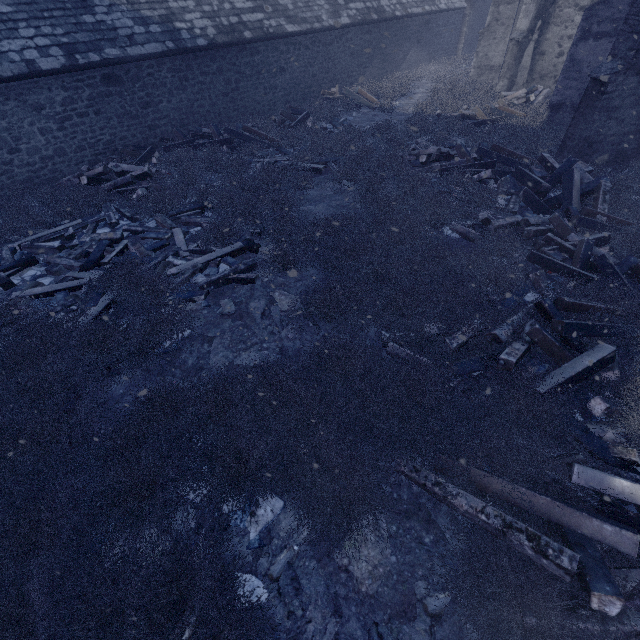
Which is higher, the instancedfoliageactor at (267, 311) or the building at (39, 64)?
the building at (39, 64)

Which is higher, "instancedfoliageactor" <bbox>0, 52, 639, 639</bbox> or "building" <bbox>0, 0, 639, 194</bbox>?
"building" <bbox>0, 0, 639, 194</bbox>

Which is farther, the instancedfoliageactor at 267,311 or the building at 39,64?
the building at 39,64

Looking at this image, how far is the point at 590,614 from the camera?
2.4m

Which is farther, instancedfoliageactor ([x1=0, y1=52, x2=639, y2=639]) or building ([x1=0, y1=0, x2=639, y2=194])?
building ([x1=0, y1=0, x2=639, y2=194])
